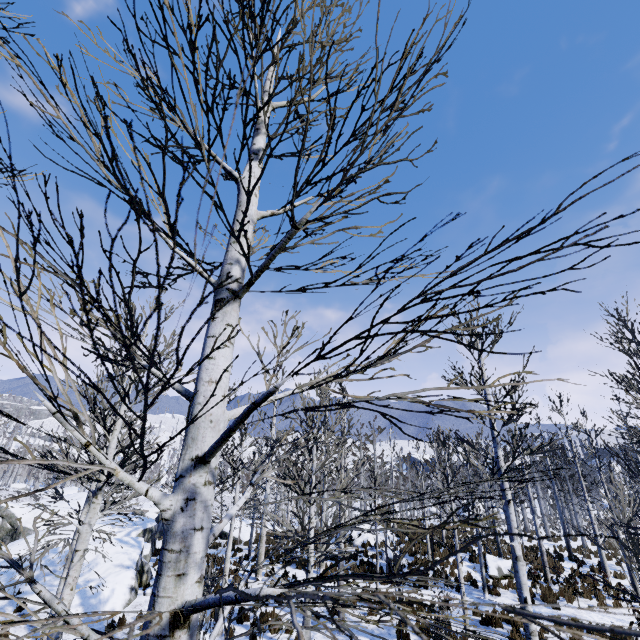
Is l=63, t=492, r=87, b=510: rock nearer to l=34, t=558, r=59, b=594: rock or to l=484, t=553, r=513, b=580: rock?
l=34, t=558, r=59, b=594: rock

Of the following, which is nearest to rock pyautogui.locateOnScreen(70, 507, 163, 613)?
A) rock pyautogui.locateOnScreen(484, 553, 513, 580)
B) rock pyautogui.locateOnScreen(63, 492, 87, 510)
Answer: rock pyautogui.locateOnScreen(63, 492, 87, 510)

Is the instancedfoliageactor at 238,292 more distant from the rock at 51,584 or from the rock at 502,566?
the rock at 51,584

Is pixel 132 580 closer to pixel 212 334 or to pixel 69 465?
pixel 69 465

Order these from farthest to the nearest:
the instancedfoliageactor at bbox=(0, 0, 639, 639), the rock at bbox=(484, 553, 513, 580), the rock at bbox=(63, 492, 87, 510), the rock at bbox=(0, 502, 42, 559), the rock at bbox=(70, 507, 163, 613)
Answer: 1. the rock at bbox=(63, 492, 87, 510)
2. the rock at bbox=(0, 502, 42, 559)
3. the rock at bbox=(484, 553, 513, 580)
4. the rock at bbox=(70, 507, 163, 613)
5. the instancedfoliageactor at bbox=(0, 0, 639, 639)

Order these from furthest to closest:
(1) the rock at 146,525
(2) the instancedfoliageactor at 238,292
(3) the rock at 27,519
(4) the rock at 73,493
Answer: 1. (4) the rock at 73,493
2. (3) the rock at 27,519
3. (1) the rock at 146,525
4. (2) the instancedfoliageactor at 238,292

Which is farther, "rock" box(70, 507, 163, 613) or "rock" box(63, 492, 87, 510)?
"rock" box(63, 492, 87, 510)

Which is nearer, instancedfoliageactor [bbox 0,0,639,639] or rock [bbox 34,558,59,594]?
instancedfoliageactor [bbox 0,0,639,639]
